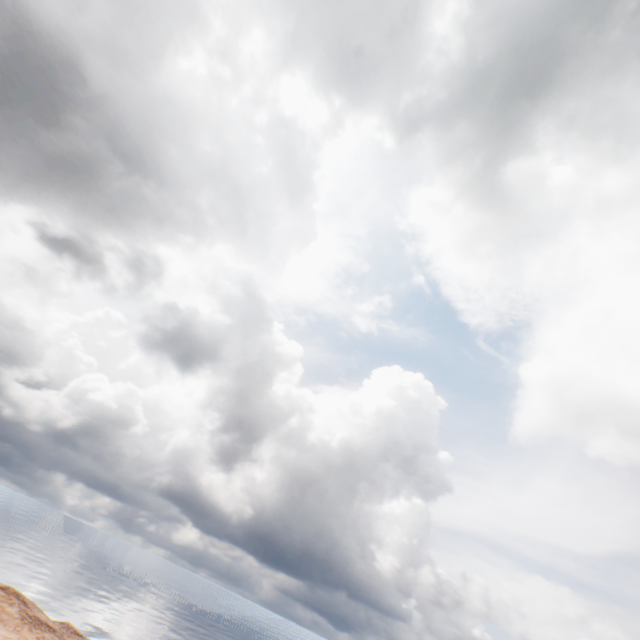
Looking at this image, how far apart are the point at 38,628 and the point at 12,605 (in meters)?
3.81
